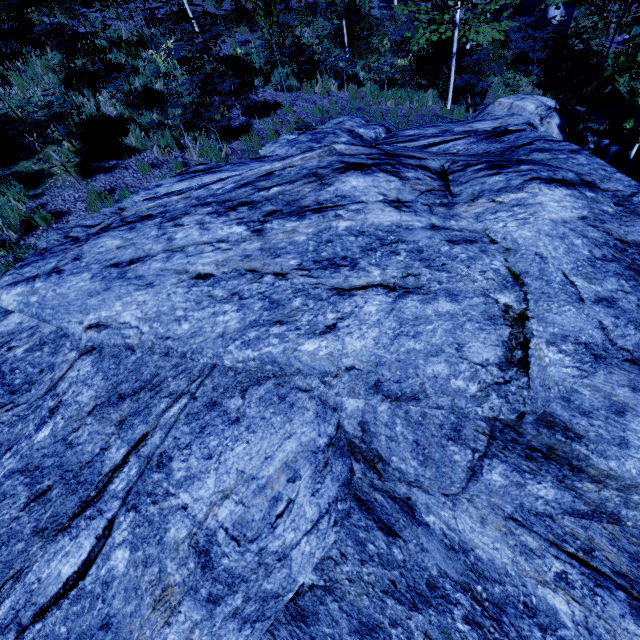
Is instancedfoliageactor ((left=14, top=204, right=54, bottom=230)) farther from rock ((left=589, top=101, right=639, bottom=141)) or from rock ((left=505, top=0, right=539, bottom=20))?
rock ((left=505, top=0, right=539, bottom=20))

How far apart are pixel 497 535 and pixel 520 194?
3.5 meters

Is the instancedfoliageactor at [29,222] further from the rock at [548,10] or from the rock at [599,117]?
the rock at [548,10]

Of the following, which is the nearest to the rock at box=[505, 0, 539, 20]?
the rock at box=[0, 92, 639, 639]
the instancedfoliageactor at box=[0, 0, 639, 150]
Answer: the instancedfoliageactor at box=[0, 0, 639, 150]

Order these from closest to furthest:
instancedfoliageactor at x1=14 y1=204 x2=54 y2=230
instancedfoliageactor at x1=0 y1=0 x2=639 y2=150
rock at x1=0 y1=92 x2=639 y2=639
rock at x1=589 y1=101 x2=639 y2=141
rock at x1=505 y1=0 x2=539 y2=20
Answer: rock at x1=0 y1=92 x2=639 y2=639 < instancedfoliageactor at x1=14 y1=204 x2=54 y2=230 < instancedfoliageactor at x1=0 y1=0 x2=639 y2=150 < rock at x1=589 y1=101 x2=639 y2=141 < rock at x1=505 y1=0 x2=539 y2=20

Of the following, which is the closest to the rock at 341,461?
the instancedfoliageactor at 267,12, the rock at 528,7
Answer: the instancedfoliageactor at 267,12

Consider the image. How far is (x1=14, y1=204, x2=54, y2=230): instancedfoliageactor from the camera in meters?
5.8
